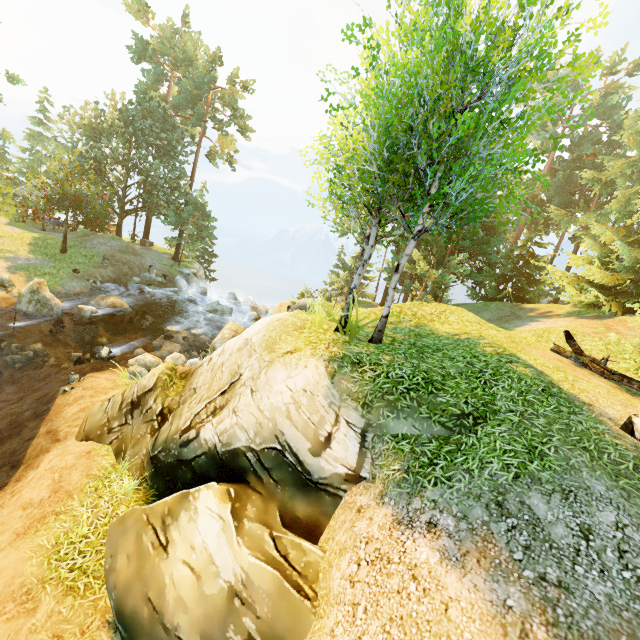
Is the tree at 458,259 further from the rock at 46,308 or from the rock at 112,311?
the rock at 112,311

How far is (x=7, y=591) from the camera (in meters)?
5.66

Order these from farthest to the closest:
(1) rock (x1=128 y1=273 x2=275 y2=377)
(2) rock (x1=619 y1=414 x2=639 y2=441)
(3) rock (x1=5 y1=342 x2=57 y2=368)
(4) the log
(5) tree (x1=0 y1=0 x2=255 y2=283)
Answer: (5) tree (x1=0 y1=0 x2=255 y2=283)
(1) rock (x1=128 y1=273 x2=275 y2=377)
(3) rock (x1=5 y1=342 x2=57 y2=368)
(4) the log
(2) rock (x1=619 y1=414 x2=639 y2=441)

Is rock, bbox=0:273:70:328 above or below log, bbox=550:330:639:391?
below

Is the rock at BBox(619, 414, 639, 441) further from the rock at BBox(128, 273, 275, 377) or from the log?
the rock at BBox(128, 273, 275, 377)

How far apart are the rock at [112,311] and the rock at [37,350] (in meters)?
4.79

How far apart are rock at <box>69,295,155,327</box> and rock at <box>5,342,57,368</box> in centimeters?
479cm

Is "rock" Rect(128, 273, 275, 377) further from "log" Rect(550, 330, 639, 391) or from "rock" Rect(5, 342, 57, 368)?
"log" Rect(550, 330, 639, 391)
